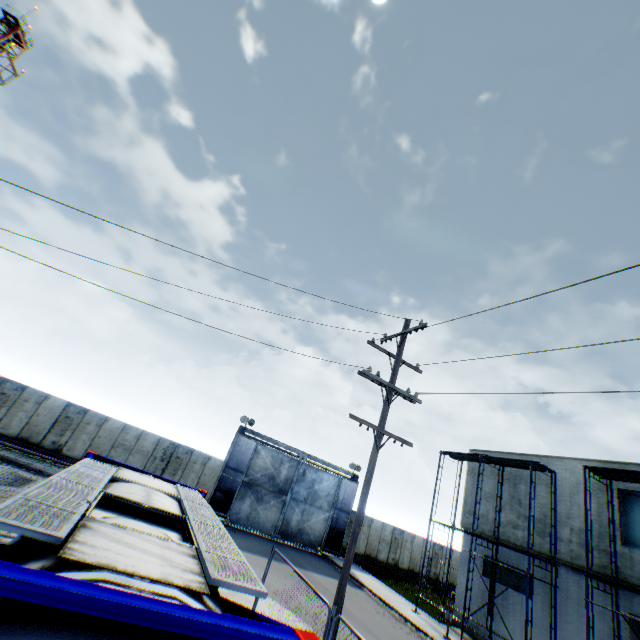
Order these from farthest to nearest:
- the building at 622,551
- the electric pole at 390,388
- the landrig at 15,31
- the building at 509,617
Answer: the landrig at 15,31, the building at 509,617, the building at 622,551, the electric pole at 390,388

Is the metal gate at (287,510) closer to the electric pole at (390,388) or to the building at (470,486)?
the building at (470,486)

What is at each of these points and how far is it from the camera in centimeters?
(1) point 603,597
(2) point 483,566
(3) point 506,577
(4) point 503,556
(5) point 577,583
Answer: (1) building, 1422cm
(2) building, 1903cm
(3) building, 1784cm
(4) building, 1833cm
(5) building, 1516cm

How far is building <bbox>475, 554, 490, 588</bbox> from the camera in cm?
1852

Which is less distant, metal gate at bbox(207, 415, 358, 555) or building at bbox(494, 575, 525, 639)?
building at bbox(494, 575, 525, 639)

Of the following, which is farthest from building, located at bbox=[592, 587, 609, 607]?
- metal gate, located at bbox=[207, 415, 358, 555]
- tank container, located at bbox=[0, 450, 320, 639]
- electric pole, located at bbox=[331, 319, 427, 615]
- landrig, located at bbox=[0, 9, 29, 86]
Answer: landrig, located at bbox=[0, 9, 29, 86]

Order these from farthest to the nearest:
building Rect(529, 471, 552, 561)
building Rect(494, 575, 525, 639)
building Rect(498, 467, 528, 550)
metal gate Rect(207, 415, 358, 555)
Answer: metal gate Rect(207, 415, 358, 555)
building Rect(498, 467, 528, 550)
building Rect(529, 471, 552, 561)
building Rect(494, 575, 525, 639)
